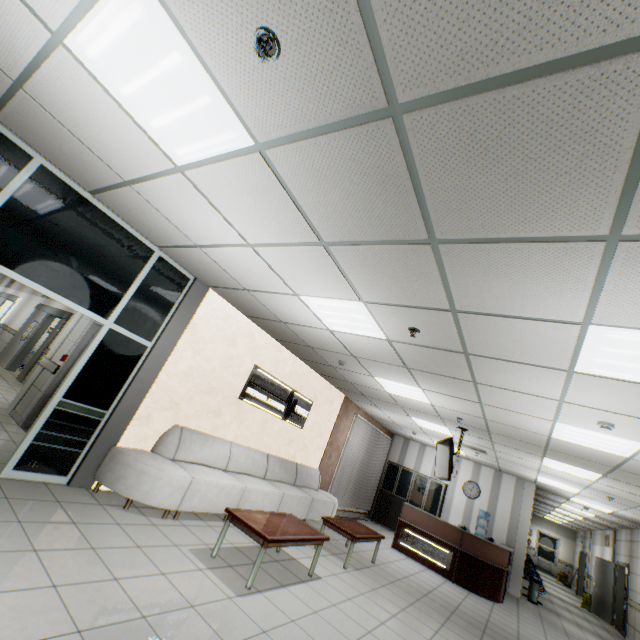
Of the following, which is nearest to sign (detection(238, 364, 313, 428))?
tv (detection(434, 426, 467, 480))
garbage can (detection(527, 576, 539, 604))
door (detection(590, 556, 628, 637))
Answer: tv (detection(434, 426, 467, 480))

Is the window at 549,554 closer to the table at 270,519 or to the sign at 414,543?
the sign at 414,543

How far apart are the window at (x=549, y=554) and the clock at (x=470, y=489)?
18.3m

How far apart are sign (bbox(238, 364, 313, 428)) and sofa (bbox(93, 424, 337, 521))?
0.8 meters

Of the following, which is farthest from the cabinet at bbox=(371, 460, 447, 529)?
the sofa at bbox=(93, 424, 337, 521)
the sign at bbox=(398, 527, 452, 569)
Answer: the sofa at bbox=(93, 424, 337, 521)

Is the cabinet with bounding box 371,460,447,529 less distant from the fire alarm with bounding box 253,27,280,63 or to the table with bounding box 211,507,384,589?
the table with bounding box 211,507,384,589

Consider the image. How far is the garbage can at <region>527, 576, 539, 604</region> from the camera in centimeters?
970cm

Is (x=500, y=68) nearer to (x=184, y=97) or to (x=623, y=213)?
(x=623, y=213)
